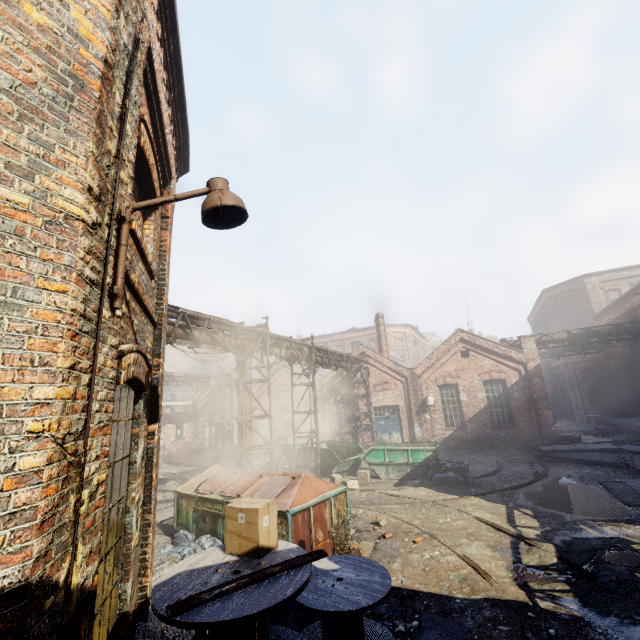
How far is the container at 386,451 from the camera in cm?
1425

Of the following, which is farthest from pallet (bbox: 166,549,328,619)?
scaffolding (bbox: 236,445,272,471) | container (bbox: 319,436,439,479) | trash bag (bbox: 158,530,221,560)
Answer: container (bbox: 319,436,439,479)

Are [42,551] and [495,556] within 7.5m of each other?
no

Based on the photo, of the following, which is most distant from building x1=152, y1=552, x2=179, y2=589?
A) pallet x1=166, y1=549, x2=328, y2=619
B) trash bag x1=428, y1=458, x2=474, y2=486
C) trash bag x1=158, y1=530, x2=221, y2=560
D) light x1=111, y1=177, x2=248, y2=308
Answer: trash bag x1=428, y1=458, x2=474, y2=486

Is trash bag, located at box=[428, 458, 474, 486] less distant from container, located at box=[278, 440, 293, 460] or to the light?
container, located at box=[278, 440, 293, 460]

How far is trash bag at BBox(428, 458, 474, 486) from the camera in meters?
12.7 m

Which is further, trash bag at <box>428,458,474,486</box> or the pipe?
trash bag at <box>428,458,474,486</box>

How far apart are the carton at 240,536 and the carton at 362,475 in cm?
1050
